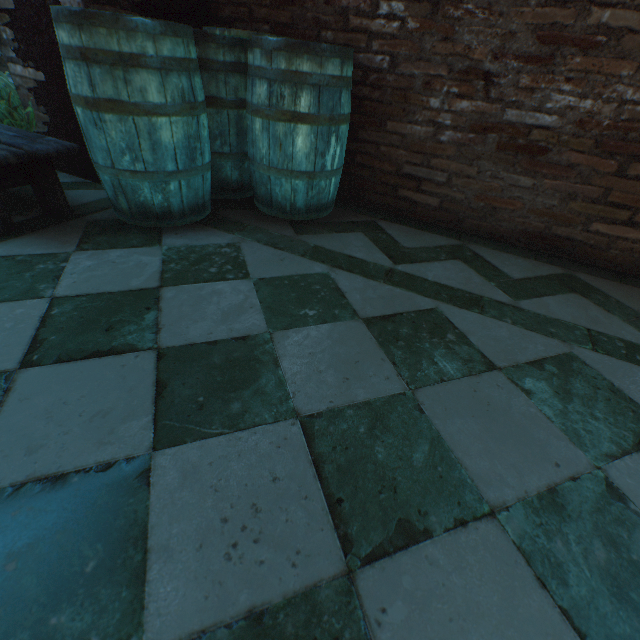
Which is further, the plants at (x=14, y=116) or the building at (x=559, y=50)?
the plants at (x=14, y=116)

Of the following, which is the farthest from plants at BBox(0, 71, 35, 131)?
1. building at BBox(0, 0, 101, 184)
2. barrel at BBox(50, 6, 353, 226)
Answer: barrel at BBox(50, 6, 353, 226)

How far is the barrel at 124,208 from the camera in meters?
1.5 m

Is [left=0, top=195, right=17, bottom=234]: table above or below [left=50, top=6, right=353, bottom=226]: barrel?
below

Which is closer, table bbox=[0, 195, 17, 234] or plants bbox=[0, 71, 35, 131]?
table bbox=[0, 195, 17, 234]

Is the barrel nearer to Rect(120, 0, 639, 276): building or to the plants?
Rect(120, 0, 639, 276): building

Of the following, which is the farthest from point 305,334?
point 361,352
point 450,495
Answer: point 450,495
